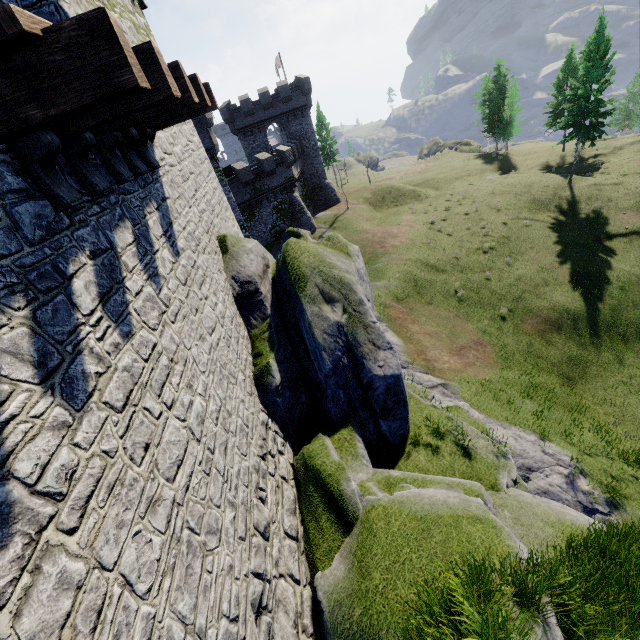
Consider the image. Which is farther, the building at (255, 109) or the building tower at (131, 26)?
the building at (255, 109)

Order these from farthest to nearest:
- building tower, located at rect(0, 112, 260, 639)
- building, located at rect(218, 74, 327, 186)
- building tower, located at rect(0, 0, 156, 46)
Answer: building, located at rect(218, 74, 327, 186)
building tower, located at rect(0, 0, 156, 46)
building tower, located at rect(0, 112, 260, 639)

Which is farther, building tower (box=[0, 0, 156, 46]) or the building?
the building

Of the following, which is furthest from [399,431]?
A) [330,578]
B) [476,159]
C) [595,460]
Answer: [476,159]

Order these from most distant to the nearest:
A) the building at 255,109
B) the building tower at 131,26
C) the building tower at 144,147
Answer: the building at 255,109 < the building tower at 131,26 < the building tower at 144,147

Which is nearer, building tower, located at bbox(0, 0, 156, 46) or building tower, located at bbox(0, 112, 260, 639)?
building tower, located at bbox(0, 112, 260, 639)

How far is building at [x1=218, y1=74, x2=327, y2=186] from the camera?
39.7 meters
